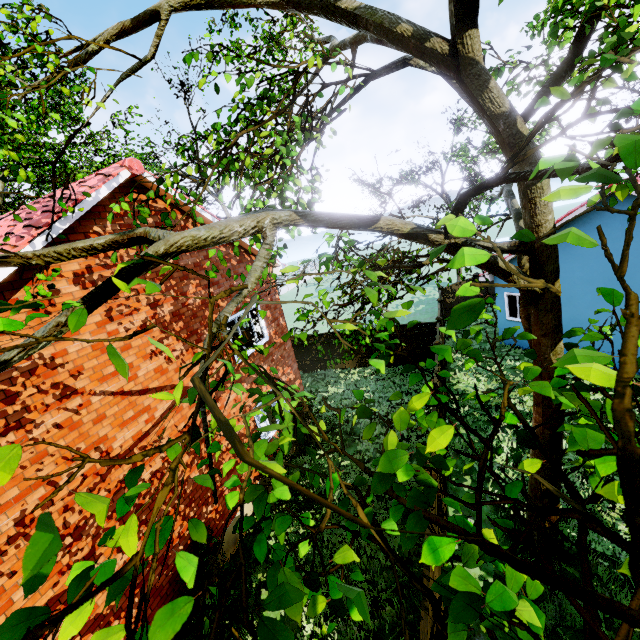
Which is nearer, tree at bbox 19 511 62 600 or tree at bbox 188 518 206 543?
tree at bbox 19 511 62 600

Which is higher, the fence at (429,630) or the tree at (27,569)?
the tree at (27,569)

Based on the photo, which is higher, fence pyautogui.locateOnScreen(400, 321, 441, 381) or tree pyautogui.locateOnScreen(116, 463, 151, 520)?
tree pyautogui.locateOnScreen(116, 463, 151, 520)

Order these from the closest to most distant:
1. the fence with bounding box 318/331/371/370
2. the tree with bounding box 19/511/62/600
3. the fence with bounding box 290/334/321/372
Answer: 1. the tree with bounding box 19/511/62/600
2. the fence with bounding box 318/331/371/370
3. the fence with bounding box 290/334/321/372

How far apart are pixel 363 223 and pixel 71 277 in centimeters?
539cm

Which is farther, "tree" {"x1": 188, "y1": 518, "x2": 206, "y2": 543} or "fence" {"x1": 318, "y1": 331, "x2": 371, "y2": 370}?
"fence" {"x1": 318, "y1": 331, "x2": 371, "y2": 370}

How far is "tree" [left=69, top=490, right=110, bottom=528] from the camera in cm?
84

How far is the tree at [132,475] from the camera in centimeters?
127cm
